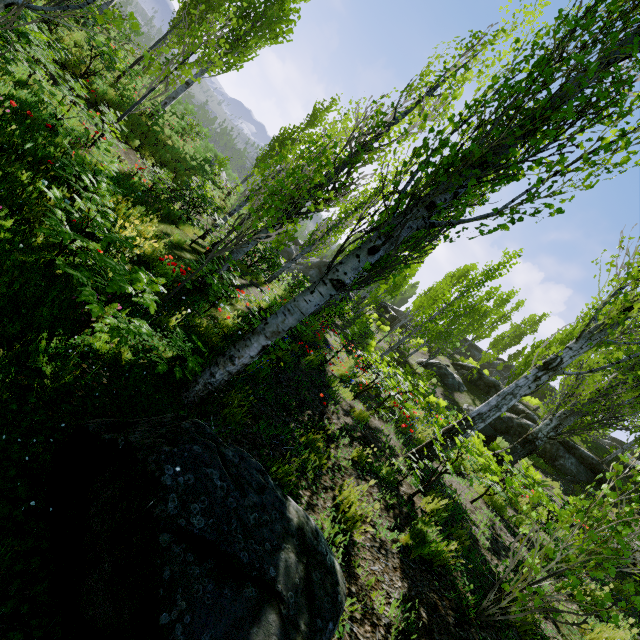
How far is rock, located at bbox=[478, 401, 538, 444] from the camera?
14.7m

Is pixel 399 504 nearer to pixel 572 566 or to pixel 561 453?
pixel 572 566

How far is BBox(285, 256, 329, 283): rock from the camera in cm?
3086

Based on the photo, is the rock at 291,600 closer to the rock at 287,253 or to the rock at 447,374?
the rock at 447,374

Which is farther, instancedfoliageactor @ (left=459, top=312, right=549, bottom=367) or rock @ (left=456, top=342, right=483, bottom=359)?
rock @ (left=456, top=342, right=483, bottom=359)

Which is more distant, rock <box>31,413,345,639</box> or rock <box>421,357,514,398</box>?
rock <box>421,357,514,398</box>

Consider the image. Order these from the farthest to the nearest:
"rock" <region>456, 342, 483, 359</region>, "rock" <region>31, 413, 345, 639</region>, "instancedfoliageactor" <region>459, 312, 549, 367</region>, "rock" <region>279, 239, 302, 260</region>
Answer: "rock" <region>456, 342, 483, 359</region> → "rock" <region>279, 239, 302, 260</region> → "instancedfoliageactor" <region>459, 312, 549, 367</region> → "rock" <region>31, 413, 345, 639</region>

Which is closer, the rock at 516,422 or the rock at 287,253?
the rock at 516,422
